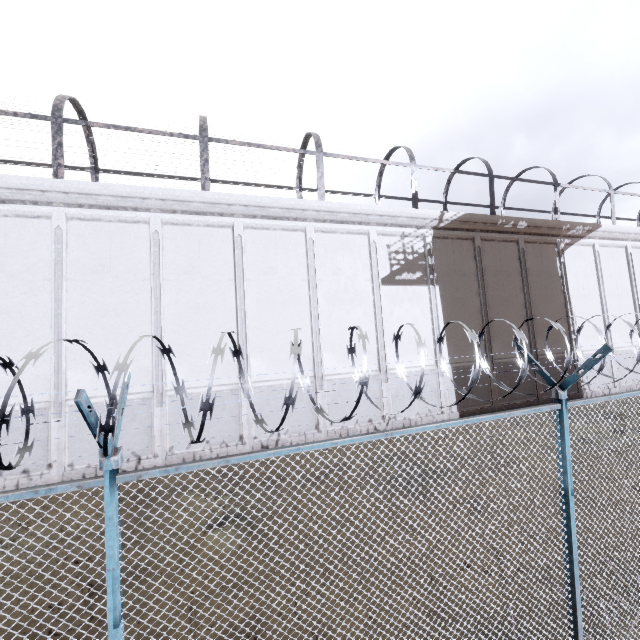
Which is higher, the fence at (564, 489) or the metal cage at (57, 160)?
the metal cage at (57, 160)

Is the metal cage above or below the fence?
above

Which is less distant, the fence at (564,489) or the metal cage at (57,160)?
the fence at (564,489)

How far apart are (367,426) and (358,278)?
5.37m

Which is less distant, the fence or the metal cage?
the fence
